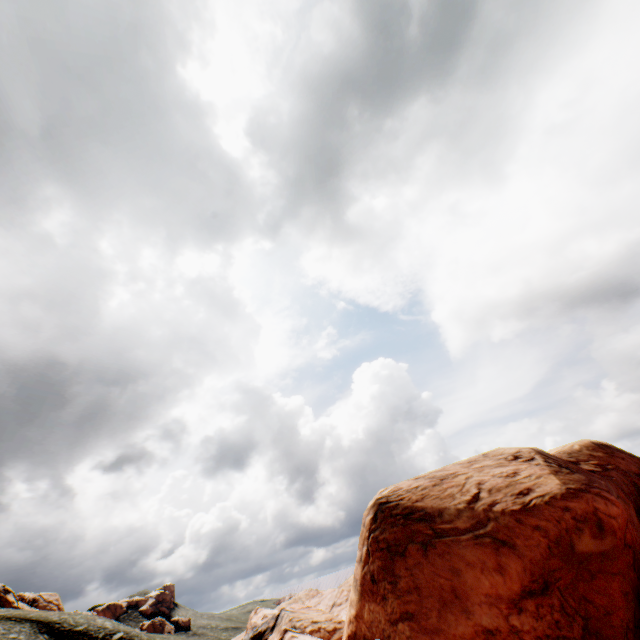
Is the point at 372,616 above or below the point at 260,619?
above

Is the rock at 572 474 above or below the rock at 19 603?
below

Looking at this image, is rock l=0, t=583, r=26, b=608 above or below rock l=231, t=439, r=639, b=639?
above

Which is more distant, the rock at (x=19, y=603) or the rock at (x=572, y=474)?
the rock at (x=19, y=603)

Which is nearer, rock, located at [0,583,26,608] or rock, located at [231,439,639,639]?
rock, located at [231,439,639,639]
